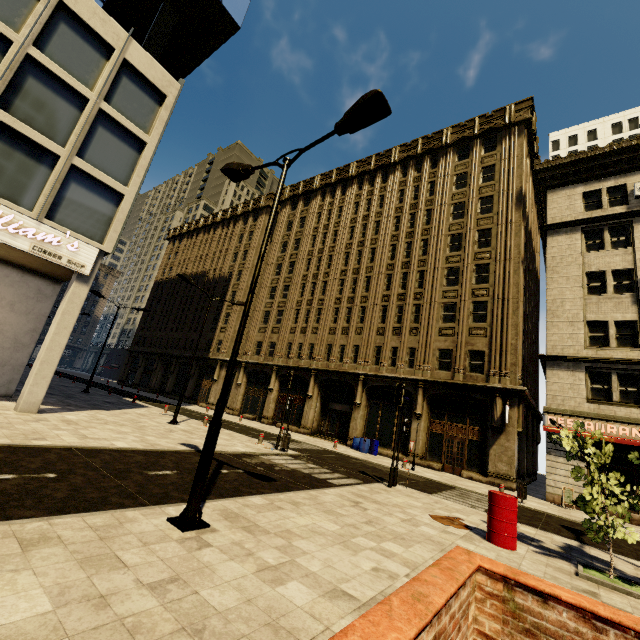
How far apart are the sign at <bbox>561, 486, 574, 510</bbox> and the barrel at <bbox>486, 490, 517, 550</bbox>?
11.6m

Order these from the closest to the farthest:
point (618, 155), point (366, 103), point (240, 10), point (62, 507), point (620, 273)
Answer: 1. point (62, 507)
2. point (366, 103)
3. point (620, 273)
4. point (618, 155)
5. point (240, 10)

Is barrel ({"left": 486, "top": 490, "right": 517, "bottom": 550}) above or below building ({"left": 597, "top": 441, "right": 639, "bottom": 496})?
below

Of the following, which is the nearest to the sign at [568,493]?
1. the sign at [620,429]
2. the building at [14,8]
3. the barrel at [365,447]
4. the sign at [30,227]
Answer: the building at [14,8]

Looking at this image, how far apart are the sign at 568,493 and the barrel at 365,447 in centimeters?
1054cm

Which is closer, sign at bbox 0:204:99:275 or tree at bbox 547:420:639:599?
tree at bbox 547:420:639:599

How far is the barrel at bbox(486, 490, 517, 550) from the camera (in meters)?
7.55

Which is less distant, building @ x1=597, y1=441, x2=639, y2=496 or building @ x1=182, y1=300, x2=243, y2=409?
building @ x1=597, y1=441, x2=639, y2=496
